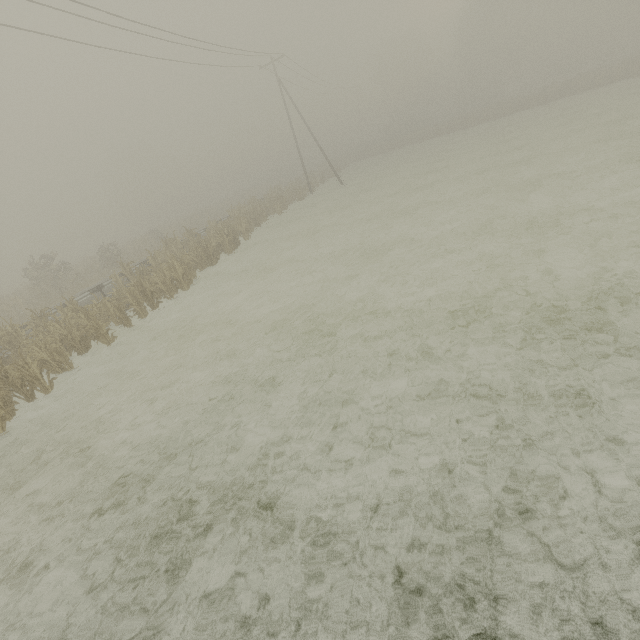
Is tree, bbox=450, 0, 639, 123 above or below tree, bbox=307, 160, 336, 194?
above

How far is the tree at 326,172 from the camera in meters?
39.6 m

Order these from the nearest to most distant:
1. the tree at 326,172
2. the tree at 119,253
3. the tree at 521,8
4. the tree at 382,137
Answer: the tree at 119,253
the tree at 521,8
the tree at 326,172
the tree at 382,137

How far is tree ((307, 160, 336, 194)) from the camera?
39.6m

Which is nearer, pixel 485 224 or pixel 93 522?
pixel 93 522

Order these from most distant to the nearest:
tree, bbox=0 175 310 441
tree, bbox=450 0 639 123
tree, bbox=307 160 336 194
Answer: tree, bbox=307 160 336 194 < tree, bbox=450 0 639 123 < tree, bbox=0 175 310 441
